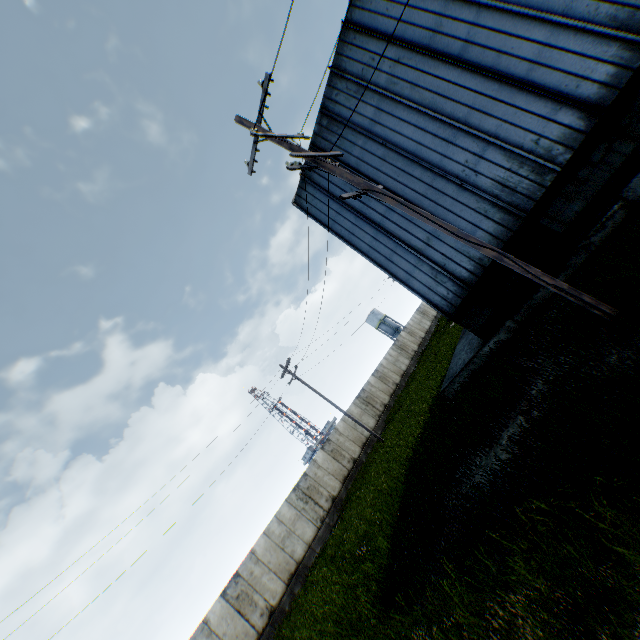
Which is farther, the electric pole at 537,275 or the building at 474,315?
the building at 474,315

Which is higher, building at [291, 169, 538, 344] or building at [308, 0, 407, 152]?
building at [308, 0, 407, 152]

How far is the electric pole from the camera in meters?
6.1 m

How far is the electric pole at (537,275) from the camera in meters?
6.1

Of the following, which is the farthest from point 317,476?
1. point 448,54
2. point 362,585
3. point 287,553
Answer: point 448,54

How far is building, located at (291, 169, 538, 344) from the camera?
11.3 meters

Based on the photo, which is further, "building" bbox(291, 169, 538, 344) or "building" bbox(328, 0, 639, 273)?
"building" bbox(291, 169, 538, 344)

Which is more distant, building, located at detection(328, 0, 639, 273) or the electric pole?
building, located at detection(328, 0, 639, 273)
